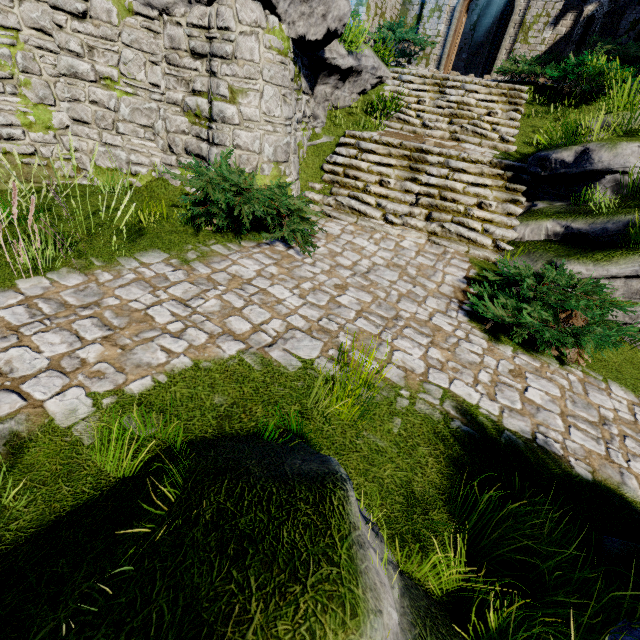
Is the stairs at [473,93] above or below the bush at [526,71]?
below

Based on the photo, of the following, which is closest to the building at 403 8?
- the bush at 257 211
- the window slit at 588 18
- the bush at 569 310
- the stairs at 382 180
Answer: the window slit at 588 18

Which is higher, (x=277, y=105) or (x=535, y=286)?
(x=277, y=105)

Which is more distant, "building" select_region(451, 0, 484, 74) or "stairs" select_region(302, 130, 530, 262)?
"building" select_region(451, 0, 484, 74)

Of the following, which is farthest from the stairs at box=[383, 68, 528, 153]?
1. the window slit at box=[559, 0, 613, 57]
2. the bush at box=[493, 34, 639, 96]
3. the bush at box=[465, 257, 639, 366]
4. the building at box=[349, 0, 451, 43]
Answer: the bush at box=[465, 257, 639, 366]

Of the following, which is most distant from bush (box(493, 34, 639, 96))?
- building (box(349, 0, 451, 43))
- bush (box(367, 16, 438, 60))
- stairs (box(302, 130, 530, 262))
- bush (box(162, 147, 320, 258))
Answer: bush (box(162, 147, 320, 258))

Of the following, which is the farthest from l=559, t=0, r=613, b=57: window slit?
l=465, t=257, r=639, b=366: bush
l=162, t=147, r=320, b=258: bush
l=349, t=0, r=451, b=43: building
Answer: l=162, t=147, r=320, b=258: bush

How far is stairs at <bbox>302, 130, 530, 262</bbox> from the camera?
7.03m
